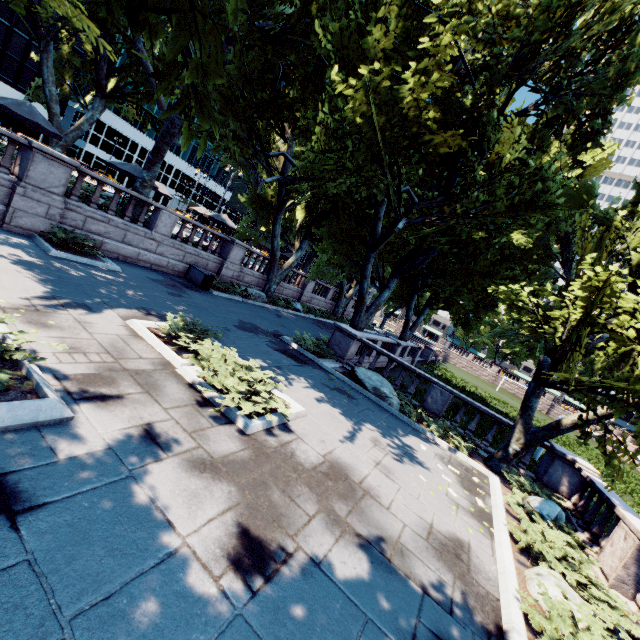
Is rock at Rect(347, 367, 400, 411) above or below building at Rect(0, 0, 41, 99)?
below

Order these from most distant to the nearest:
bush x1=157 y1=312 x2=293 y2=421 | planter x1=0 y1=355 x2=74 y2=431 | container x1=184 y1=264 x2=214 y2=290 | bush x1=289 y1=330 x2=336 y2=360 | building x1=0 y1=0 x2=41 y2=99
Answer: building x1=0 y1=0 x2=41 y2=99 → container x1=184 y1=264 x2=214 y2=290 → bush x1=289 y1=330 x2=336 y2=360 → bush x1=157 y1=312 x2=293 y2=421 → planter x1=0 y1=355 x2=74 y2=431

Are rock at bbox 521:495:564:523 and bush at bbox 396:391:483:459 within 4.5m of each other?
yes

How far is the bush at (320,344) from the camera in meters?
14.9 m

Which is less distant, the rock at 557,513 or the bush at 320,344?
the rock at 557,513

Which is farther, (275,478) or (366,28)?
(366,28)

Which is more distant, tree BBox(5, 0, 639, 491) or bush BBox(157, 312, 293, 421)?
tree BBox(5, 0, 639, 491)

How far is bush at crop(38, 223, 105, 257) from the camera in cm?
1174
